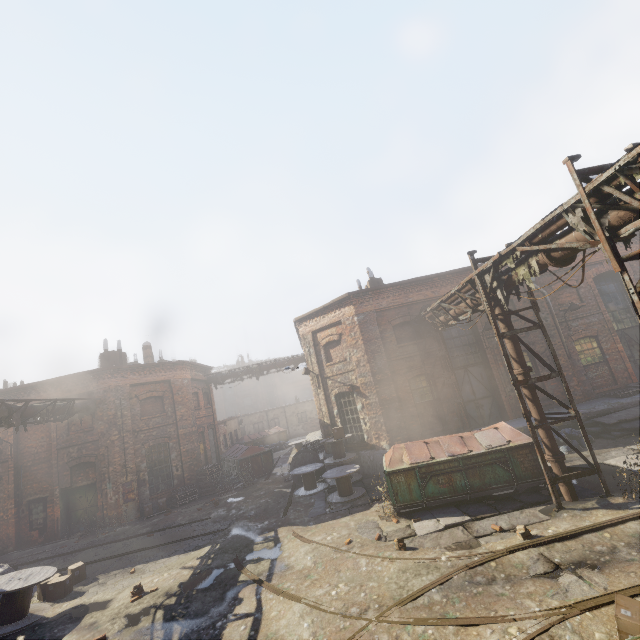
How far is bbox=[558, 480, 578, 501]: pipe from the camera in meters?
8.3

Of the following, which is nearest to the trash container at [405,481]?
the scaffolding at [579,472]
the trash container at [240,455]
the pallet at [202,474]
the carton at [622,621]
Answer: the scaffolding at [579,472]

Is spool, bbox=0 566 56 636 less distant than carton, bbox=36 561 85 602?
Yes

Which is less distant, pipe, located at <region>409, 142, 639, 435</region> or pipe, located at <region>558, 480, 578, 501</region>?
pipe, located at <region>409, 142, 639, 435</region>

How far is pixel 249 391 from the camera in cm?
4928

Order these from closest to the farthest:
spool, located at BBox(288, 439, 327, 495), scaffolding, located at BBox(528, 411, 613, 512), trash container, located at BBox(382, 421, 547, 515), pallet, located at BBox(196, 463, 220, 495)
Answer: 1. scaffolding, located at BBox(528, 411, 613, 512)
2. trash container, located at BBox(382, 421, 547, 515)
3. spool, located at BBox(288, 439, 327, 495)
4. pallet, located at BBox(196, 463, 220, 495)

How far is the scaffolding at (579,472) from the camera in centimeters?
795cm

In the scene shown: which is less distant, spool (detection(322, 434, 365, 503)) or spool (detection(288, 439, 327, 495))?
spool (detection(322, 434, 365, 503))
